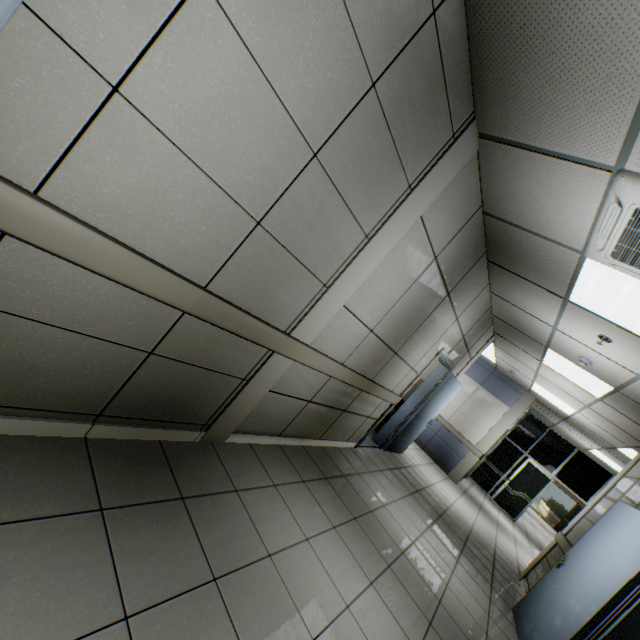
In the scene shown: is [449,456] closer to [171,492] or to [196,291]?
[171,492]

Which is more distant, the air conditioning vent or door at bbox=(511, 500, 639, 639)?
door at bbox=(511, 500, 639, 639)

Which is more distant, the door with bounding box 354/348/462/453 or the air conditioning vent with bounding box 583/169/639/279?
the door with bounding box 354/348/462/453

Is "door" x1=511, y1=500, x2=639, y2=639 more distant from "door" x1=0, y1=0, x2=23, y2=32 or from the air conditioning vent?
"door" x1=0, y1=0, x2=23, y2=32

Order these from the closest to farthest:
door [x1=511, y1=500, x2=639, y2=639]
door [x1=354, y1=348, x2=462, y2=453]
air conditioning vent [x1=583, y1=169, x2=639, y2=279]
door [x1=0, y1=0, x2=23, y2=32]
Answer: door [x1=0, y1=0, x2=23, y2=32], air conditioning vent [x1=583, y1=169, x2=639, y2=279], door [x1=511, y1=500, x2=639, y2=639], door [x1=354, y1=348, x2=462, y2=453]

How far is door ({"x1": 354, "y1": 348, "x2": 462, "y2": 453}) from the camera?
5.34m

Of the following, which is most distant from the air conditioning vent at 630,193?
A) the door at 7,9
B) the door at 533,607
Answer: the door at 7,9

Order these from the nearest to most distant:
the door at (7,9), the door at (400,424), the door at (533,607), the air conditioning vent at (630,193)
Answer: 1. the door at (7,9)
2. the air conditioning vent at (630,193)
3. the door at (533,607)
4. the door at (400,424)
